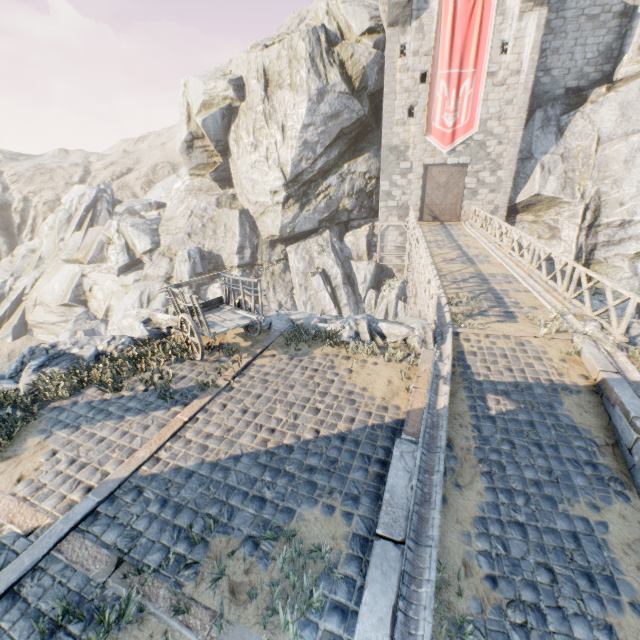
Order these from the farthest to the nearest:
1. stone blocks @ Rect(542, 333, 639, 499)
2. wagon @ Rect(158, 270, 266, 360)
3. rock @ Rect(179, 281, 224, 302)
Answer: rock @ Rect(179, 281, 224, 302), wagon @ Rect(158, 270, 266, 360), stone blocks @ Rect(542, 333, 639, 499)

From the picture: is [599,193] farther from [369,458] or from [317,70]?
[369,458]

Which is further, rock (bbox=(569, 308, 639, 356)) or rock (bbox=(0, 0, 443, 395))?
rock (bbox=(0, 0, 443, 395))

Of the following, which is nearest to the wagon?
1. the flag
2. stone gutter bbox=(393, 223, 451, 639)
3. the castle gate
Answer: stone gutter bbox=(393, 223, 451, 639)

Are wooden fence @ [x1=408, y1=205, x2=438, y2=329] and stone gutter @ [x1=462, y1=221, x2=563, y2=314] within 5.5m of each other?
yes

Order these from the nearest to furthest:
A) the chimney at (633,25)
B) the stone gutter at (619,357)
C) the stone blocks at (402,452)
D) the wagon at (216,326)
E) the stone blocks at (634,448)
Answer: the stone blocks at (402,452), the stone blocks at (634,448), the stone gutter at (619,357), the wagon at (216,326), the chimney at (633,25)

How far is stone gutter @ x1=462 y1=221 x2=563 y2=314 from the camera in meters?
9.9

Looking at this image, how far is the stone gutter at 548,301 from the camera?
9.94m
